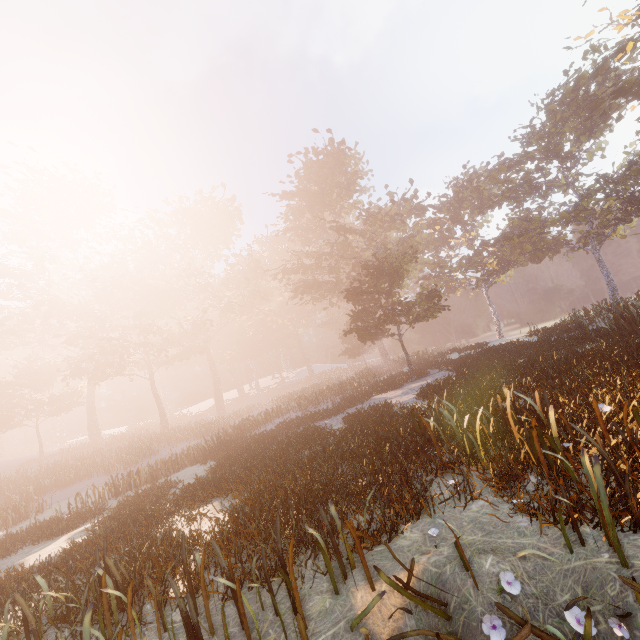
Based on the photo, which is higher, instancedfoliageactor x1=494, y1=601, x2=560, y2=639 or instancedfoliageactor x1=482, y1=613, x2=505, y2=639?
instancedfoliageactor x1=494, y1=601, x2=560, y2=639

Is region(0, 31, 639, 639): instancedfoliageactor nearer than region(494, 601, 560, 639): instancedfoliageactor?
No

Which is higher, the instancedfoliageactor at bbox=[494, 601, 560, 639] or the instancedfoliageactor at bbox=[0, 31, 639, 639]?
the instancedfoliageactor at bbox=[0, 31, 639, 639]

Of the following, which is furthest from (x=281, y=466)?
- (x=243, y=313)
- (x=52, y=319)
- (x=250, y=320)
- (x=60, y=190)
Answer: (x=60, y=190)

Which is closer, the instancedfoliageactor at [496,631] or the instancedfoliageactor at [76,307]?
the instancedfoliageactor at [496,631]
